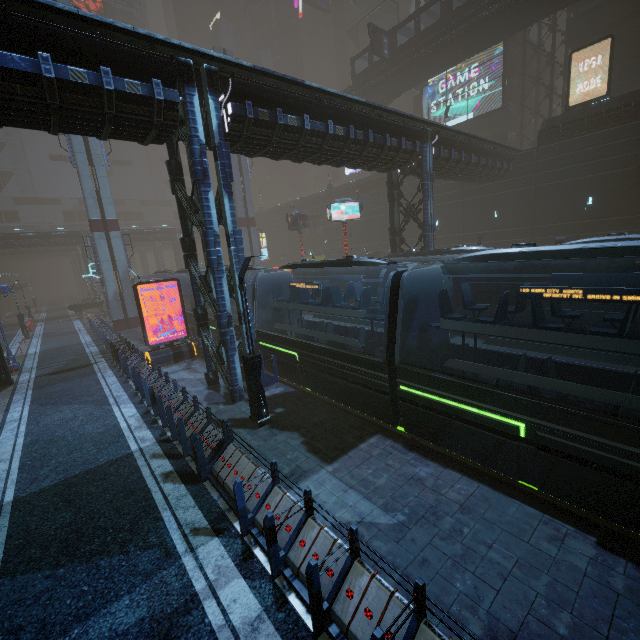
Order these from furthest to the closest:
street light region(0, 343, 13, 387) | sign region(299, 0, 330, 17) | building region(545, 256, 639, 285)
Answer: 1. sign region(299, 0, 330, 17)
2. building region(545, 256, 639, 285)
3. street light region(0, 343, 13, 387)

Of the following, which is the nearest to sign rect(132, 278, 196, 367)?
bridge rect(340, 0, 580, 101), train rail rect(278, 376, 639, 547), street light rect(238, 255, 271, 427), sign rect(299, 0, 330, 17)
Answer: train rail rect(278, 376, 639, 547)

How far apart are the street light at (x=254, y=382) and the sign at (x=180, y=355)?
9.56m

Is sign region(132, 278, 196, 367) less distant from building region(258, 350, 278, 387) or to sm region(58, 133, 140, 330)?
building region(258, 350, 278, 387)

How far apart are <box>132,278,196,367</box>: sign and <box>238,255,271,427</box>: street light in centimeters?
956cm

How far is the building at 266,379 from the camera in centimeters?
1397cm

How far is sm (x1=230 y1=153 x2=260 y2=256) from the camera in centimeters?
3575cm

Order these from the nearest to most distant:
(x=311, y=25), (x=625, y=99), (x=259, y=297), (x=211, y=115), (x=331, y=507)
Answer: (x=331, y=507), (x=211, y=115), (x=259, y=297), (x=625, y=99), (x=311, y=25)
